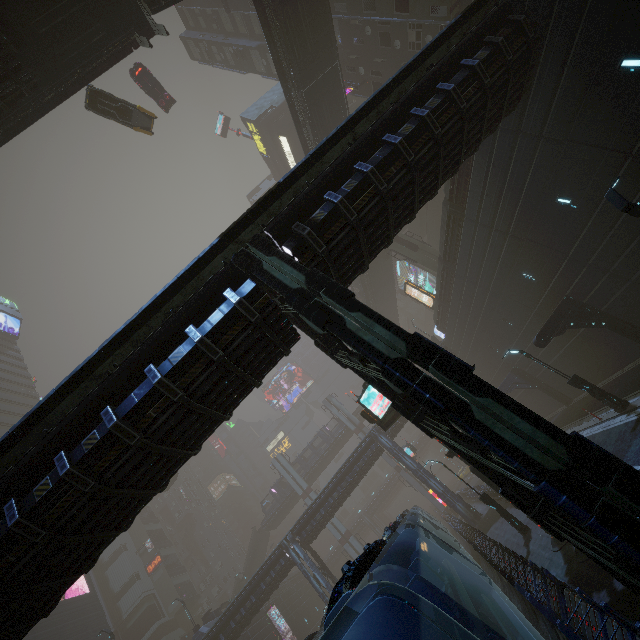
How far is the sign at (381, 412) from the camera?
14.59m

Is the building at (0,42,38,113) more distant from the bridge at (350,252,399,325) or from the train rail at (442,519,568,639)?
the train rail at (442,519,568,639)

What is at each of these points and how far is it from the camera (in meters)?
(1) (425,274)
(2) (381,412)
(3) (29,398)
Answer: (1) sign, 48.56
(2) sign, 14.66
(3) building, 56.06

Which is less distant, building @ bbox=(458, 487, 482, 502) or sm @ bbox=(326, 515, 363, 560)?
building @ bbox=(458, 487, 482, 502)

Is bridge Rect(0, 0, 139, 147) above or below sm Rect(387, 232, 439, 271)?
above

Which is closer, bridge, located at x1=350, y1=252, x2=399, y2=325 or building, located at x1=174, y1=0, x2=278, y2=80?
building, located at x1=174, y1=0, x2=278, y2=80

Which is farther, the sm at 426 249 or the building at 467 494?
the building at 467 494

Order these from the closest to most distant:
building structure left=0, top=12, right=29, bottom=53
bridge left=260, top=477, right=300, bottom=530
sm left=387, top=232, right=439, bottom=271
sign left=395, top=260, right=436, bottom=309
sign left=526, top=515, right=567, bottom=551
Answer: sign left=526, top=515, right=567, bottom=551
building structure left=0, top=12, right=29, bottom=53
sm left=387, top=232, right=439, bottom=271
sign left=395, top=260, right=436, bottom=309
bridge left=260, top=477, right=300, bottom=530
